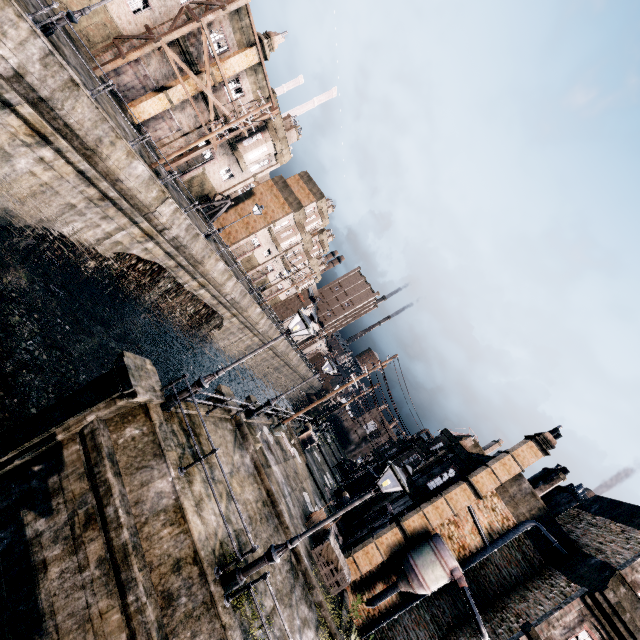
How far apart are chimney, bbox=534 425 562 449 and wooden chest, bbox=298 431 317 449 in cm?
1715

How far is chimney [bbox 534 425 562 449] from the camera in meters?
18.4 m

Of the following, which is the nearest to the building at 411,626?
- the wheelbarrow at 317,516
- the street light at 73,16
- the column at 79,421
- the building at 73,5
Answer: the wheelbarrow at 317,516

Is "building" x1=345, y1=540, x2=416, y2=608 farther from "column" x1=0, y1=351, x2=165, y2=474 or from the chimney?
"column" x1=0, y1=351, x2=165, y2=474

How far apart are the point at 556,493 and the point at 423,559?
9.3 meters

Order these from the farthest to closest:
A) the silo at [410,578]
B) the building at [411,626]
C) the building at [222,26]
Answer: the building at [222,26] → the building at [411,626] → the silo at [410,578]

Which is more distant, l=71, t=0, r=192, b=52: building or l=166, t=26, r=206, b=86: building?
l=166, t=26, r=206, b=86: building

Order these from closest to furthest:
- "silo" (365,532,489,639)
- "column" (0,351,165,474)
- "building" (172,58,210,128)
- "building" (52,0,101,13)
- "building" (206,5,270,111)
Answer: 1. "column" (0,351,165,474)
2. "silo" (365,532,489,639)
3. "building" (52,0,101,13)
4. "building" (206,5,270,111)
5. "building" (172,58,210,128)
